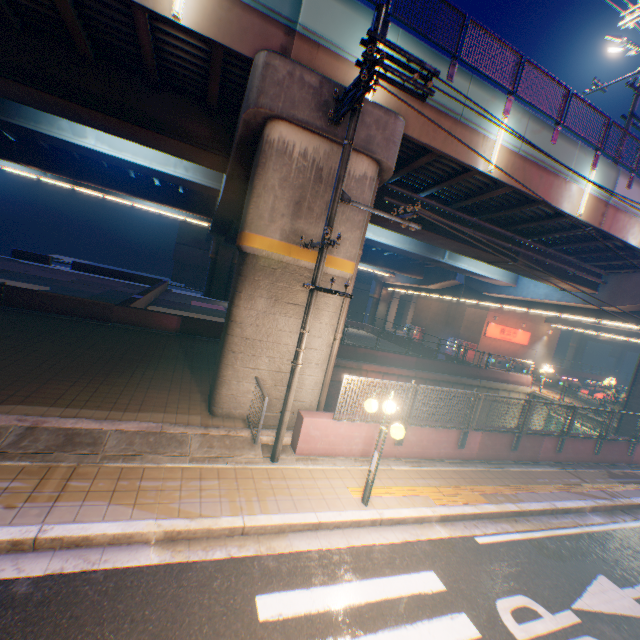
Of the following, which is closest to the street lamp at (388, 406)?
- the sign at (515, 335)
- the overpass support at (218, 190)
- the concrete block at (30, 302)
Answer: the overpass support at (218, 190)

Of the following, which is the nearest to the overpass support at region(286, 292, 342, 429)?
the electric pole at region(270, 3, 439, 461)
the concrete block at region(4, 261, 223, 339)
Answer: the concrete block at region(4, 261, 223, 339)

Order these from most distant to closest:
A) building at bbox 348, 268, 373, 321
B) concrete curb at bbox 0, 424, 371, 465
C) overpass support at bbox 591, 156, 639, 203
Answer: building at bbox 348, 268, 373, 321 → overpass support at bbox 591, 156, 639, 203 → concrete curb at bbox 0, 424, 371, 465

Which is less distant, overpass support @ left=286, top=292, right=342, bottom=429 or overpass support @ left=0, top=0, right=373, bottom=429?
overpass support @ left=0, top=0, right=373, bottom=429

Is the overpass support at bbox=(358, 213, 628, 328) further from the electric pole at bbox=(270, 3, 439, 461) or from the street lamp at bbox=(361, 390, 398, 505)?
the street lamp at bbox=(361, 390, 398, 505)

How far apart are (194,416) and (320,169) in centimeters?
722cm

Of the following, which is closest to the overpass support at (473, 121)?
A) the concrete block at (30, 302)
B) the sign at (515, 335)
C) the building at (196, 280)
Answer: the concrete block at (30, 302)

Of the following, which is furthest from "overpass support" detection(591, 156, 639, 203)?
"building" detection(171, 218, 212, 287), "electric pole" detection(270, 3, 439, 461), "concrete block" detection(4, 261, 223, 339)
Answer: "building" detection(171, 218, 212, 287)
